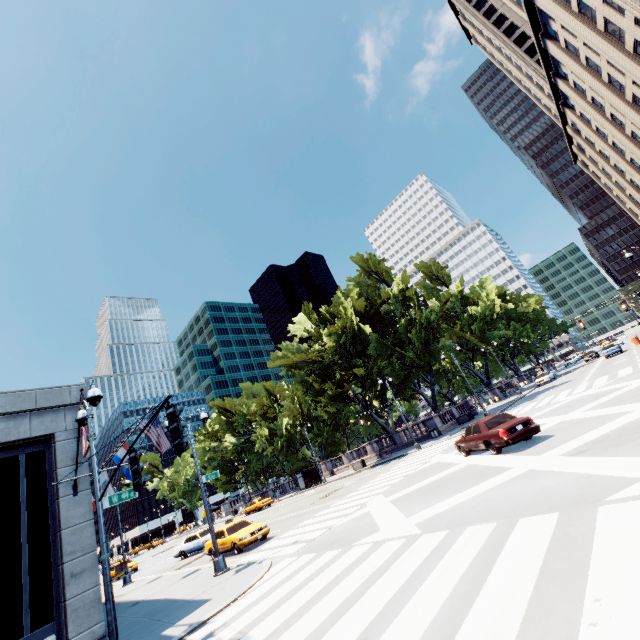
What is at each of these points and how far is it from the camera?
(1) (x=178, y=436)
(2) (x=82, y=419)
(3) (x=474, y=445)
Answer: (1) traffic light, 5.6m
(2) light, 10.9m
(3) vehicle, 15.2m

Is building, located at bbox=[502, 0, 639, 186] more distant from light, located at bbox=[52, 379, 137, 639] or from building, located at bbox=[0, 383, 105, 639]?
building, located at bbox=[0, 383, 105, 639]

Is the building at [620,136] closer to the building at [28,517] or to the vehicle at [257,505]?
the building at [28,517]

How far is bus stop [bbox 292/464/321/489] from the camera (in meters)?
40.91

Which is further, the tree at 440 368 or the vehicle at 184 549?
the tree at 440 368

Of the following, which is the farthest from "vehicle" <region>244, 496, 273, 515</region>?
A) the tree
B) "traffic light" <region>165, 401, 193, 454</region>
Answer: "traffic light" <region>165, 401, 193, 454</region>

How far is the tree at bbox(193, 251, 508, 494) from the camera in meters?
37.4

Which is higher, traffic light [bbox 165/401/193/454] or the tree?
the tree
